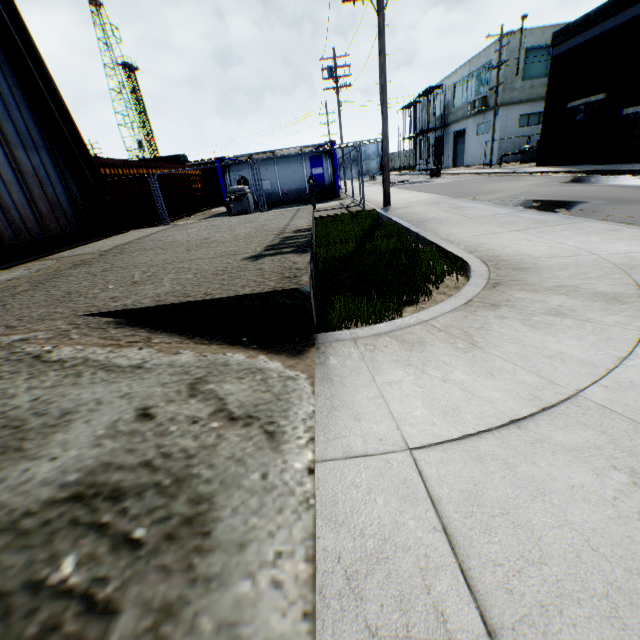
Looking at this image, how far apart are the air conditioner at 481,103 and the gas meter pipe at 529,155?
5.8m

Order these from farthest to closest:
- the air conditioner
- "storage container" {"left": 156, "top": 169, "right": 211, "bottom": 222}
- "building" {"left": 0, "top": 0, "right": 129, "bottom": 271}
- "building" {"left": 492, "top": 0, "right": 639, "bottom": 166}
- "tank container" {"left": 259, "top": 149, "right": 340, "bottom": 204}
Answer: the air conditioner < "tank container" {"left": 259, "top": 149, "right": 340, "bottom": 204} < "storage container" {"left": 156, "top": 169, "right": 211, "bottom": 222} < "building" {"left": 492, "top": 0, "right": 639, "bottom": 166} < "building" {"left": 0, "top": 0, "right": 129, "bottom": 271}

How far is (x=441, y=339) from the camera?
2.7 meters

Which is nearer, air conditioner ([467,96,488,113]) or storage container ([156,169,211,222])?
storage container ([156,169,211,222])

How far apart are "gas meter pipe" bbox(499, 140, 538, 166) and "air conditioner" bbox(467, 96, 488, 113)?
5.8 meters

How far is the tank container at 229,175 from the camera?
18.5m

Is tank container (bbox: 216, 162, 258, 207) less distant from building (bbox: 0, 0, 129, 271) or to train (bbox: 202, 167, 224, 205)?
train (bbox: 202, 167, 224, 205)

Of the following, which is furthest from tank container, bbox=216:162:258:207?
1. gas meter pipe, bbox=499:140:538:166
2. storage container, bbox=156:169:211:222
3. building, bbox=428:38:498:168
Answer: building, bbox=428:38:498:168
